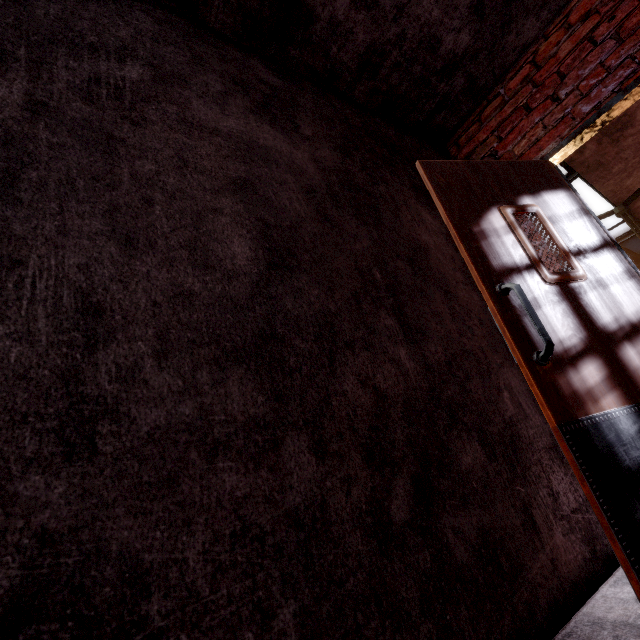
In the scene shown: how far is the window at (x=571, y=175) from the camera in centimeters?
1021cm

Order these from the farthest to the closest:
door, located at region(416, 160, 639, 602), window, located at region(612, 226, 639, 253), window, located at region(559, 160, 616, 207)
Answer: window, located at region(612, 226, 639, 253) < window, located at region(559, 160, 616, 207) < door, located at region(416, 160, 639, 602)

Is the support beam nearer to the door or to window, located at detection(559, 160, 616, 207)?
window, located at detection(559, 160, 616, 207)

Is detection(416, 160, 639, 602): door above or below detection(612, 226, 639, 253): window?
below

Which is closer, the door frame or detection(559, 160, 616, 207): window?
the door frame

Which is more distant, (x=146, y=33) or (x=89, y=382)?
(x=146, y=33)

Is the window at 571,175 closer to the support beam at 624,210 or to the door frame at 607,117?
the support beam at 624,210

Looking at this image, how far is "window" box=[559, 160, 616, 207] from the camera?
10.2m
